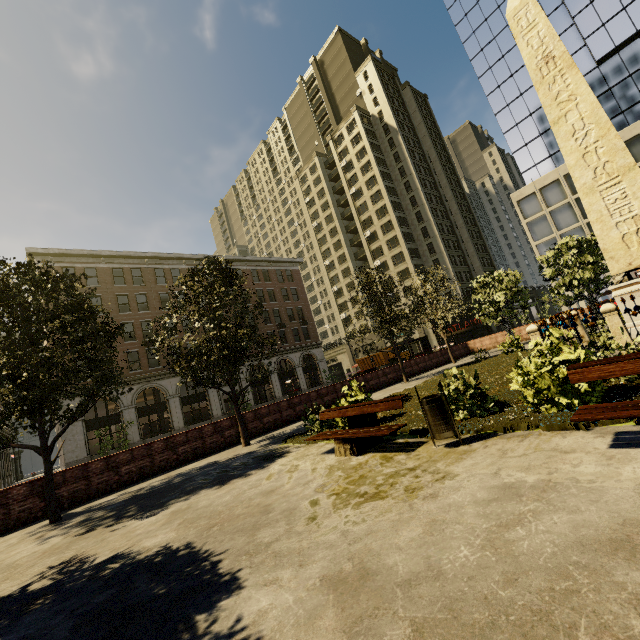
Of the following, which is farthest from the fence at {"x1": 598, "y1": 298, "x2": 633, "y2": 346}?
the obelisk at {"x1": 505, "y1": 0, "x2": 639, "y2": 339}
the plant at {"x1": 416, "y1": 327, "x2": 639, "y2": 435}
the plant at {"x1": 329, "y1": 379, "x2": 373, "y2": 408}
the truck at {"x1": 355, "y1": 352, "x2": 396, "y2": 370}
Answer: the truck at {"x1": 355, "y1": 352, "x2": 396, "y2": 370}

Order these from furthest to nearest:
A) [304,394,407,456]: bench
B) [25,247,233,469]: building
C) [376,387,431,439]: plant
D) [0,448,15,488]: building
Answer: [0,448,15,488]: building < [25,247,233,469]: building < [376,387,431,439]: plant < [304,394,407,456]: bench

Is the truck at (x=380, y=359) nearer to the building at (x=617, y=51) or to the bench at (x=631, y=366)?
the building at (x=617, y=51)

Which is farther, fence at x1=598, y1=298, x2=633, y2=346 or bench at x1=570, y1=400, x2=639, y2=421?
fence at x1=598, y1=298, x2=633, y2=346

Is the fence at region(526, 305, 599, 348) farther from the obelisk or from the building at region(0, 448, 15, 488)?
the building at region(0, 448, 15, 488)

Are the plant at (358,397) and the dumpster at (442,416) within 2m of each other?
no

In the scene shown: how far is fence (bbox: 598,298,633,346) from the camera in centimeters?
764cm

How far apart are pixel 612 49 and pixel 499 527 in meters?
51.1
